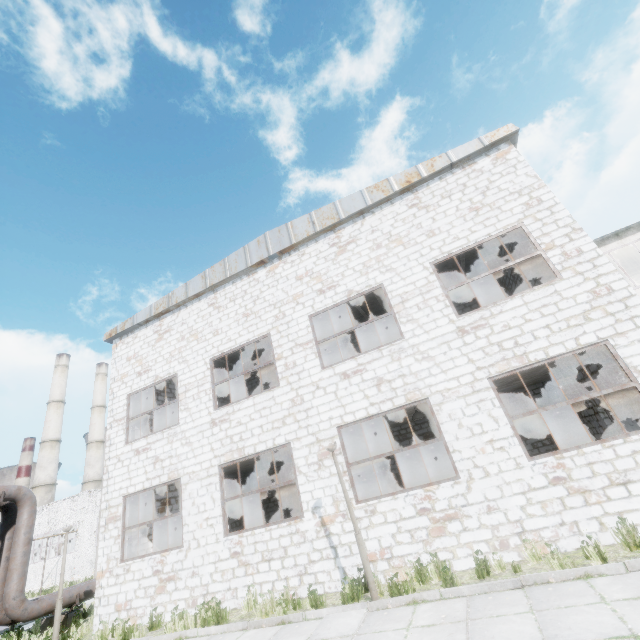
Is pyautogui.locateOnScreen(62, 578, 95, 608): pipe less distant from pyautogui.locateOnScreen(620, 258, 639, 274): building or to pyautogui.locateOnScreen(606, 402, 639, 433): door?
pyautogui.locateOnScreen(620, 258, 639, 274): building

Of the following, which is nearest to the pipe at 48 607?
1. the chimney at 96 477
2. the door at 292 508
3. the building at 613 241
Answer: the door at 292 508

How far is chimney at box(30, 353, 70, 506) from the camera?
45.66m

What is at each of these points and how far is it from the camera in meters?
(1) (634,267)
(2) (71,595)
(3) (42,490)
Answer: (1) building, 13.3
(2) pipe, 12.8
(3) chimney, 45.4

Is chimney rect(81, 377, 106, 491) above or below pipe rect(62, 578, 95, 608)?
above

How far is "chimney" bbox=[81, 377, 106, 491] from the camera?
51.88m

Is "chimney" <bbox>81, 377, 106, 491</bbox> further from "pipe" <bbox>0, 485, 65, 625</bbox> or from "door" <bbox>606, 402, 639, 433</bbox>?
"door" <bbox>606, 402, 639, 433</bbox>

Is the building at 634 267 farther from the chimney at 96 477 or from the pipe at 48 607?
the chimney at 96 477
